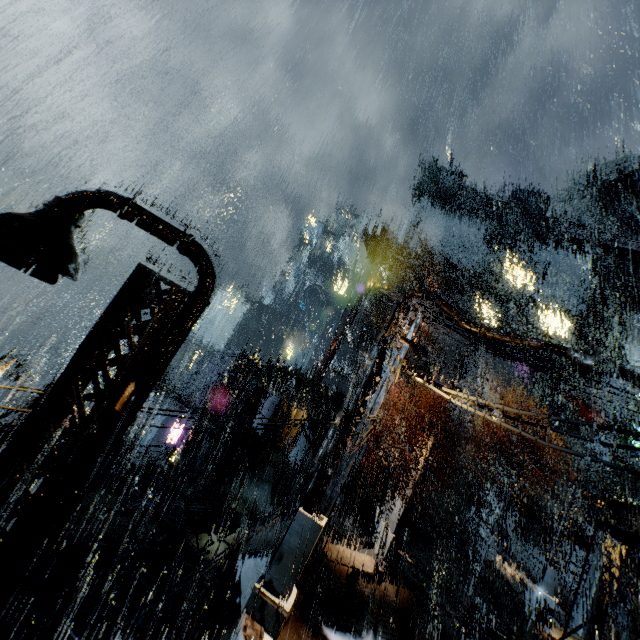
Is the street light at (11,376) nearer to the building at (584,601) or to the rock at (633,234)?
the building at (584,601)

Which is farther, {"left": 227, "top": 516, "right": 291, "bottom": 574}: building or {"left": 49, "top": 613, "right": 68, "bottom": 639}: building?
{"left": 227, "top": 516, "right": 291, "bottom": 574}: building

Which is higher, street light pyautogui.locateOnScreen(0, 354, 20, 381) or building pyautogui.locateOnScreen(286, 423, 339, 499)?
building pyautogui.locateOnScreen(286, 423, 339, 499)

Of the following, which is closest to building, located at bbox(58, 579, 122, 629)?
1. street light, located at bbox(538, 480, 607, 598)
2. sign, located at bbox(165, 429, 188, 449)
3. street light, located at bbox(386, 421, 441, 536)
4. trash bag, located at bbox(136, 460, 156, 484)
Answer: trash bag, located at bbox(136, 460, 156, 484)

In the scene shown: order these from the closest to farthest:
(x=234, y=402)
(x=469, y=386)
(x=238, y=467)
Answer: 1. (x=238, y=467)
2. (x=234, y=402)
3. (x=469, y=386)

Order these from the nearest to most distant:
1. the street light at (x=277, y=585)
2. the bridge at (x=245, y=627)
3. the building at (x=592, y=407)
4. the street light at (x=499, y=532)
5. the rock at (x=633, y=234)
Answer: the bridge at (x=245, y=627) → the street light at (x=277, y=585) → the street light at (x=499, y=532) → the building at (x=592, y=407) → the rock at (x=633, y=234)

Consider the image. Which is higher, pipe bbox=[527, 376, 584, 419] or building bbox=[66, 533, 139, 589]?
pipe bbox=[527, 376, 584, 419]

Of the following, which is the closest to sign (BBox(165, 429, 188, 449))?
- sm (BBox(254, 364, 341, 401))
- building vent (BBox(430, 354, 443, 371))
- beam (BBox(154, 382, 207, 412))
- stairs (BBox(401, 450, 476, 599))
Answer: beam (BBox(154, 382, 207, 412))
